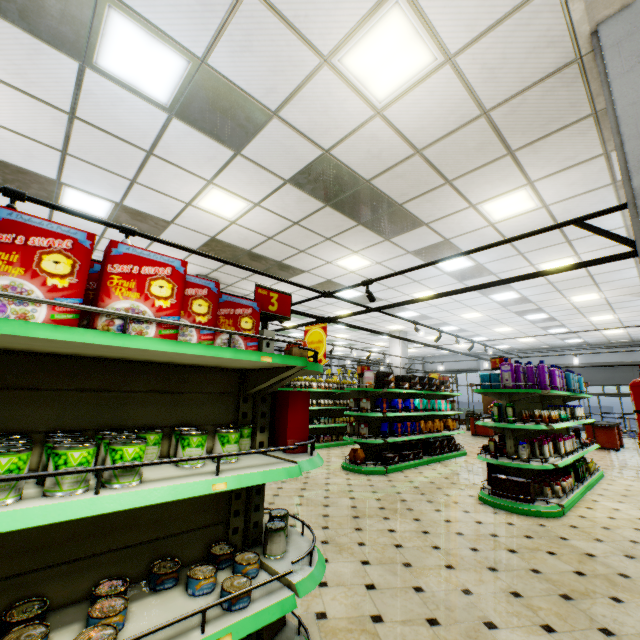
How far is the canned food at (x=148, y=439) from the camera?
1.1 meters

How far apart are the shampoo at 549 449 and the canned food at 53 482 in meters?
Result: 6.7

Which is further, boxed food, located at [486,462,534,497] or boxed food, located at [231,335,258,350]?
boxed food, located at [486,462,534,497]

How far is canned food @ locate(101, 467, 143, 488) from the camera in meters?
1.2

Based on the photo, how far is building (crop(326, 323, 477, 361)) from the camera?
15.85m

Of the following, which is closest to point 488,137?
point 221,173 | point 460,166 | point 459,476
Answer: point 460,166

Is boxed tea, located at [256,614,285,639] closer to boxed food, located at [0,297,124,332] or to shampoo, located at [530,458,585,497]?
boxed food, located at [0,297,124,332]

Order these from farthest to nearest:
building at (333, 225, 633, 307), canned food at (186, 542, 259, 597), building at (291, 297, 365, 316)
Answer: building at (291, 297, 365, 316)
building at (333, 225, 633, 307)
canned food at (186, 542, 259, 597)
